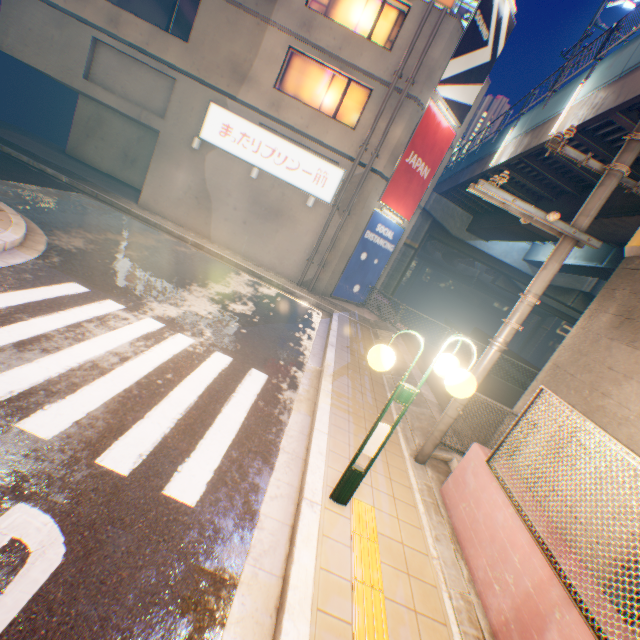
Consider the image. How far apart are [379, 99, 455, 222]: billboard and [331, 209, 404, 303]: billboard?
0.2m

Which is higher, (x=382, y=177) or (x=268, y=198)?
(x=382, y=177)

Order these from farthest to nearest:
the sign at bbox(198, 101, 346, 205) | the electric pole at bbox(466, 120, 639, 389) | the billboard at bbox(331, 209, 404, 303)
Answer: the billboard at bbox(331, 209, 404, 303) → the sign at bbox(198, 101, 346, 205) → the electric pole at bbox(466, 120, 639, 389)

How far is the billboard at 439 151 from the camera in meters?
13.5

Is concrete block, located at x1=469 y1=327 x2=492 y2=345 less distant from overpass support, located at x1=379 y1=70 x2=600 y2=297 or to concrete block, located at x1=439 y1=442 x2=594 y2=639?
overpass support, located at x1=379 y1=70 x2=600 y2=297

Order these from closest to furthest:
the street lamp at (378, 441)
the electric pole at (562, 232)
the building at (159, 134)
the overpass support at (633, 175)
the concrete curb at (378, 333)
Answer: the street lamp at (378, 441), the electric pole at (562, 232), the overpass support at (633, 175), the concrete curb at (378, 333), the building at (159, 134)

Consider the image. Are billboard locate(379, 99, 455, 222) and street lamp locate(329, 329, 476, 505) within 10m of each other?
no

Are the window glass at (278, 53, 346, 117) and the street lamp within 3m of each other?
no
